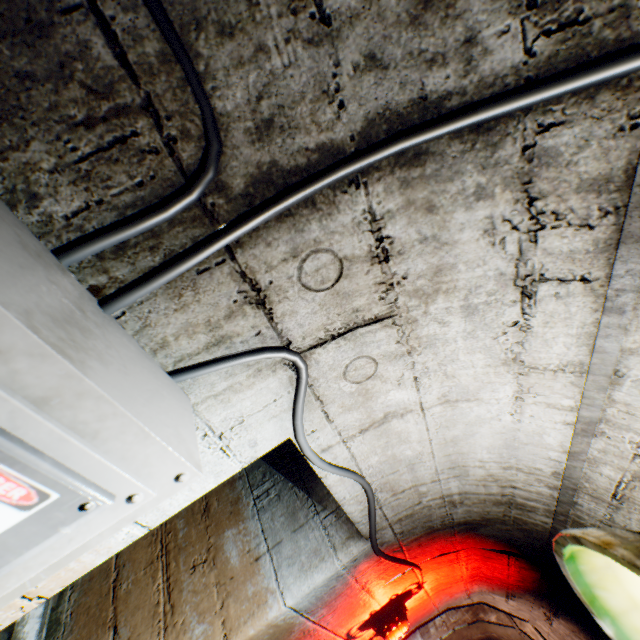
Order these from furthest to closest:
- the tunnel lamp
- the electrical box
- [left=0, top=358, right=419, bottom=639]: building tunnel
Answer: the tunnel lamp → [left=0, top=358, right=419, bottom=639]: building tunnel → the electrical box

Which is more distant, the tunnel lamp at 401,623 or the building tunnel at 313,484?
the tunnel lamp at 401,623

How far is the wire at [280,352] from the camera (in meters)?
0.81

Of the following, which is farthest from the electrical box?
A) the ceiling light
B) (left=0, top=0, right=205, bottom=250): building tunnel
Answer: the ceiling light

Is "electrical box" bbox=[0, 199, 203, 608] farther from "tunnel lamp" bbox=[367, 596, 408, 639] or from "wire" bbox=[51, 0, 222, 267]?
"tunnel lamp" bbox=[367, 596, 408, 639]

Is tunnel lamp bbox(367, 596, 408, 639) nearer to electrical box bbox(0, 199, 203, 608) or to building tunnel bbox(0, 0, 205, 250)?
building tunnel bbox(0, 0, 205, 250)

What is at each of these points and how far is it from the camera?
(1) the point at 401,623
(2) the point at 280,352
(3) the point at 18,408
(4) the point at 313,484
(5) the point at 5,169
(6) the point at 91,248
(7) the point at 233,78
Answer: (1) tunnel lamp, 2.27m
(2) wire, 0.88m
(3) electrical box, 0.42m
(4) building tunnel, 2.08m
(5) building tunnel, 0.53m
(6) wire, 0.59m
(7) building tunnel, 0.56m

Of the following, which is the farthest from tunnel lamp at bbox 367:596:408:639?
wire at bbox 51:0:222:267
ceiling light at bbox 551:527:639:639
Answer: ceiling light at bbox 551:527:639:639
